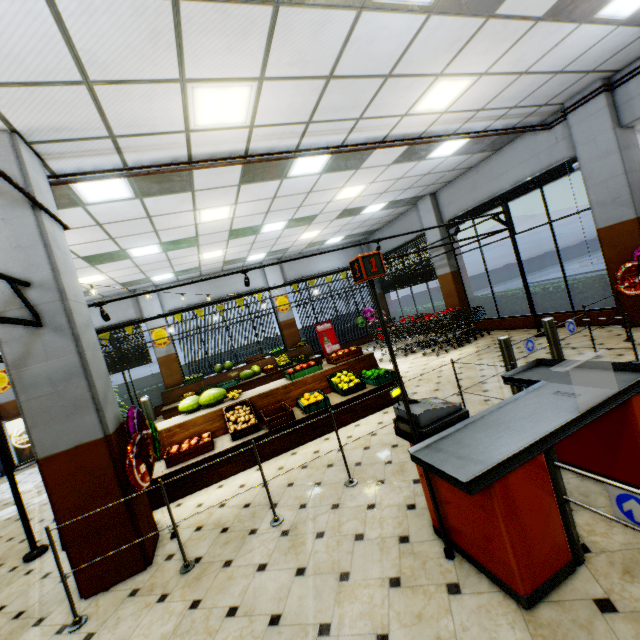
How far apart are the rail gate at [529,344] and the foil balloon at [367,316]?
9.0m

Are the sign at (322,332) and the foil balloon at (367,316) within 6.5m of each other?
yes

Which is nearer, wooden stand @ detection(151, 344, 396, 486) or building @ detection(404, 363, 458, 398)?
wooden stand @ detection(151, 344, 396, 486)

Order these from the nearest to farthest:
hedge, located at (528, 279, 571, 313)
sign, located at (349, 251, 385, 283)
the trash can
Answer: sign, located at (349, 251, 385, 283)
hedge, located at (528, 279, 571, 313)
the trash can

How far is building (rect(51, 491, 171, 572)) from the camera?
3.4m

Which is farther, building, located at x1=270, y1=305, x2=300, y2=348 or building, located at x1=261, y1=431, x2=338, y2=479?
building, located at x1=270, y1=305, x2=300, y2=348

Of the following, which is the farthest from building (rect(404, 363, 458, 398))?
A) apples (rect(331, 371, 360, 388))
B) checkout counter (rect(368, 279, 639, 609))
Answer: apples (rect(331, 371, 360, 388))

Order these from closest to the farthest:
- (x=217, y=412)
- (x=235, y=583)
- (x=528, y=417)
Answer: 1. (x=528, y=417)
2. (x=235, y=583)
3. (x=217, y=412)
